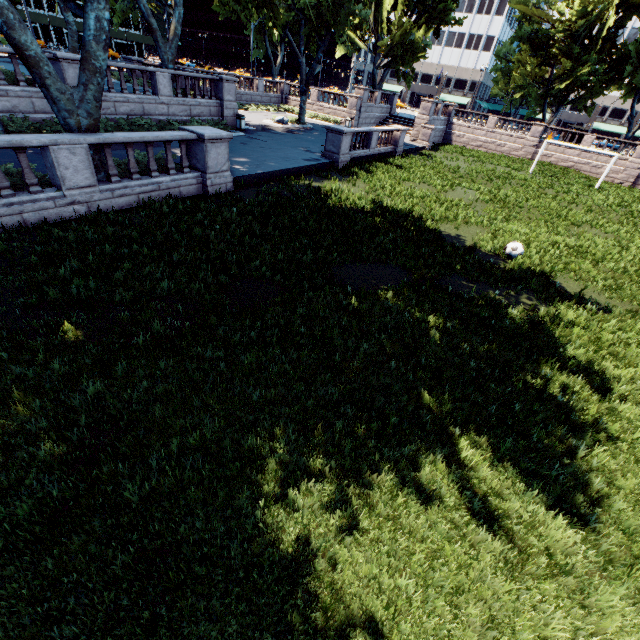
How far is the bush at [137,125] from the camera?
16.9 meters

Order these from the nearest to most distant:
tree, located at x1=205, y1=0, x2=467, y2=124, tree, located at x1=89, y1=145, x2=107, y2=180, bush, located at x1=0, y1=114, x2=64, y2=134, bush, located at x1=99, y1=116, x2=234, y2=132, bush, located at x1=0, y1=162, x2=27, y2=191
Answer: bush, located at x1=0, y1=162, x2=27, y2=191 < tree, located at x1=89, y1=145, x2=107, y2=180 < bush, located at x1=0, y1=114, x2=64, y2=134 < bush, located at x1=99, y1=116, x2=234, y2=132 < tree, located at x1=205, y1=0, x2=467, y2=124

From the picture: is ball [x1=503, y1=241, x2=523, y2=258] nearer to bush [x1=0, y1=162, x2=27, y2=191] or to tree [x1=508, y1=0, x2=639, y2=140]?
tree [x1=508, y1=0, x2=639, y2=140]

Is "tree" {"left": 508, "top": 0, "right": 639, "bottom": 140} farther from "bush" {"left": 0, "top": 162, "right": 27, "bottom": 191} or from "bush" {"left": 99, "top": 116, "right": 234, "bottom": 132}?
"bush" {"left": 99, "top": 116, "right": 234, "bottom": 132}

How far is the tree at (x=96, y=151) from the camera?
10.0m

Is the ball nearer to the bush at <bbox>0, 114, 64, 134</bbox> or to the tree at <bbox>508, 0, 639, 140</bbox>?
the tree at <bbox>508, 0, 639, 140</bbox>

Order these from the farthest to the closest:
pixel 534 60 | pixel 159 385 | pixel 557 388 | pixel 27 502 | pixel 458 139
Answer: pixel 458 139, pixel 534 60, pixel 557 388, pixel 159 385, pixel 27 502

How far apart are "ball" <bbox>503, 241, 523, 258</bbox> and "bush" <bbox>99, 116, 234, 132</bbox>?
19.0 meters
